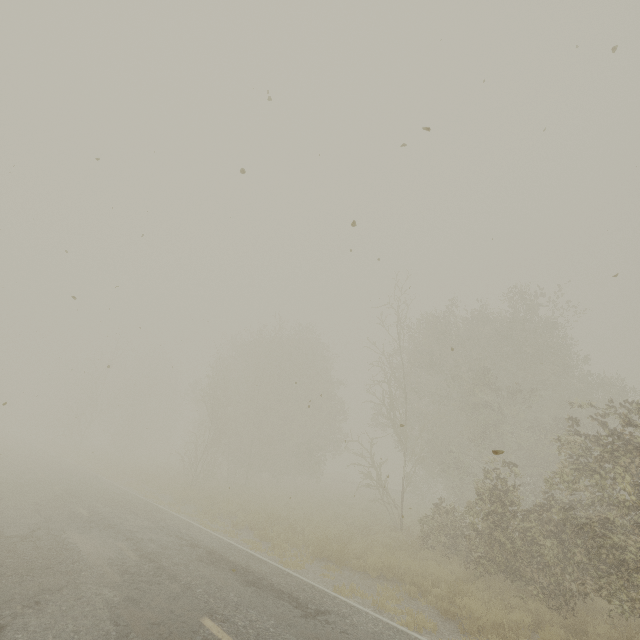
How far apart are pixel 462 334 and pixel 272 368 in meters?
16.4
